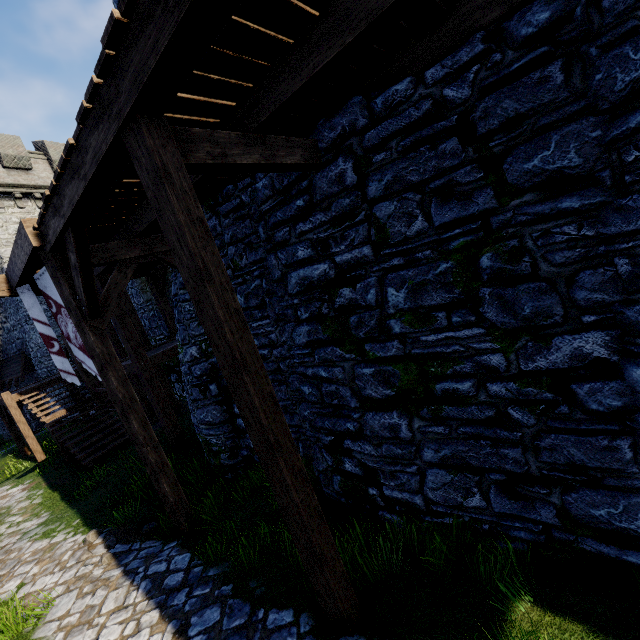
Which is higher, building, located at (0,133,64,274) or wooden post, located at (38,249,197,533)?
building, located at (0,133,64,274)

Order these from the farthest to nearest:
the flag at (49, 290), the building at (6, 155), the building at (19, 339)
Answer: the building at (19, 339), the building at (6, 155), the flag at (49, 290)

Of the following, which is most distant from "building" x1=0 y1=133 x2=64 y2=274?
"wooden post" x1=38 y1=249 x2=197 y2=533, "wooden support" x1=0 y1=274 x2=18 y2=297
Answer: "wooden post" x1=38 y1=249 x2=197 y2=533

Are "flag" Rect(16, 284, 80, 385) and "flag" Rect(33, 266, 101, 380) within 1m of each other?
yes

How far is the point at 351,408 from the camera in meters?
4.9

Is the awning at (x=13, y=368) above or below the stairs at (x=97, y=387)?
above

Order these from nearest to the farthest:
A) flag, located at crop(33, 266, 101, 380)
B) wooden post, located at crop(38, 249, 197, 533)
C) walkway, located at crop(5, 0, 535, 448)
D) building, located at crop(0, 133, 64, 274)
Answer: walkway, located at crop(5, 0, 535, 448) → wooden post, located at crop(38, 249, 197, 533) → flag, located at crop(33, 266, 101, 380) → building, located at crop(0, 133, 64, 274)

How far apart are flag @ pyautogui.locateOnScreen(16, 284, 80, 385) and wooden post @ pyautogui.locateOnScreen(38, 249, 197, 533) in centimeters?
270cm
